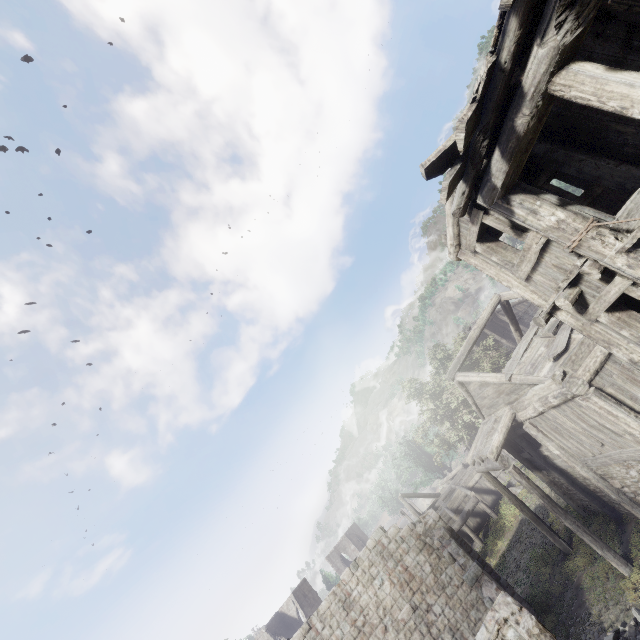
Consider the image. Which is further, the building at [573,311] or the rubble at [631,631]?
the rubble at [631,631]

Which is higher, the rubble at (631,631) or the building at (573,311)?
the building at (573,311)

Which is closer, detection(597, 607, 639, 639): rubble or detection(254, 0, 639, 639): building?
detection(254, 0, 639, 639): building

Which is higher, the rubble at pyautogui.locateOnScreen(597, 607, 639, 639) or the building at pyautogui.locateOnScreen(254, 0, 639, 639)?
the building at pyautogui.locateOnScreen(254, 0, 639, 639)

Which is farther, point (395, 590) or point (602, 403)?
point (395, 590)
